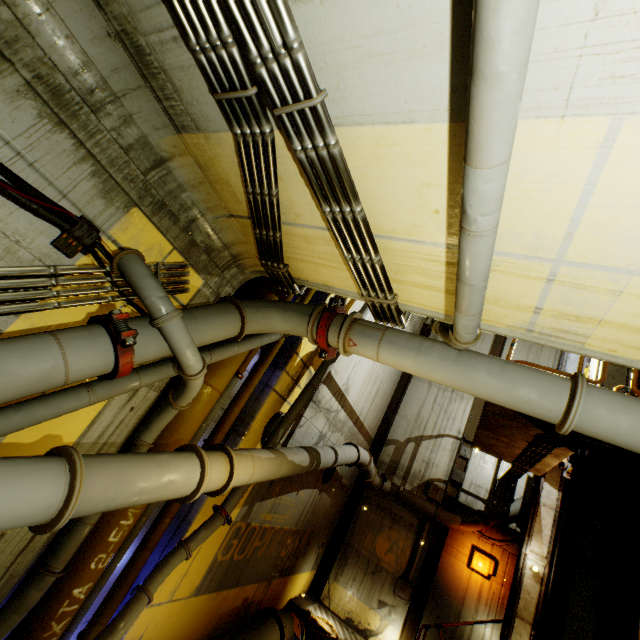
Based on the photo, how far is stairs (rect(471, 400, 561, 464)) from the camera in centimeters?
715cm

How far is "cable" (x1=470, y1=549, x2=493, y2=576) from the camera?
11.11m

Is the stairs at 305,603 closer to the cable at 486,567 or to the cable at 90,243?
the cable at 486,567

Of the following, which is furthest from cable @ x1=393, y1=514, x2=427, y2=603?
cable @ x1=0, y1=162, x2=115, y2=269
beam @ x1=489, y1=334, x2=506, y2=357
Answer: cable @ x1=0, y1=162, x2=115, y2=269

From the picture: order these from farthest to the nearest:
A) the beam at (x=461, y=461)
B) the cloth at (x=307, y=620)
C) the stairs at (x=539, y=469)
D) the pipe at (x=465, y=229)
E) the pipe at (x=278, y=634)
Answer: the beam at (x=461, y=461)
the cloth at (x=307, y=620)
the stairs at (x=539, y=469)
the pipe at (x=278, y=634)
the pipe at (x=465, y=229)

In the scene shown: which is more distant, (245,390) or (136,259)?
(245,390)

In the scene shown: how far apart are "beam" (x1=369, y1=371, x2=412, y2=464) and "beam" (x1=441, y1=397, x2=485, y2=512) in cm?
284

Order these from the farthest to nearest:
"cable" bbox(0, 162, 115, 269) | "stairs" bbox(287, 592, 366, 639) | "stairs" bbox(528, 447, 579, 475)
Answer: "stairs" bbox(287, 592, 366, 639) → "stairs" bbox(528, 447, 579, 475) → "cable" bbox(0, 162, 115, 269)
